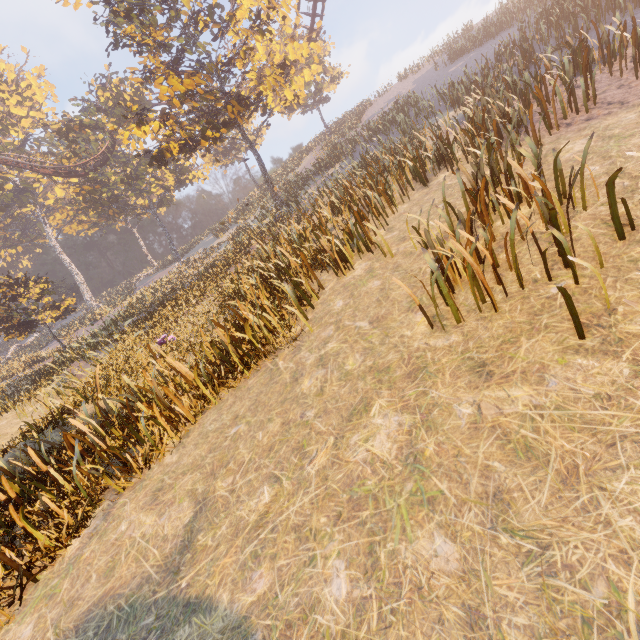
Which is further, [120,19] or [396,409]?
[120,19]
